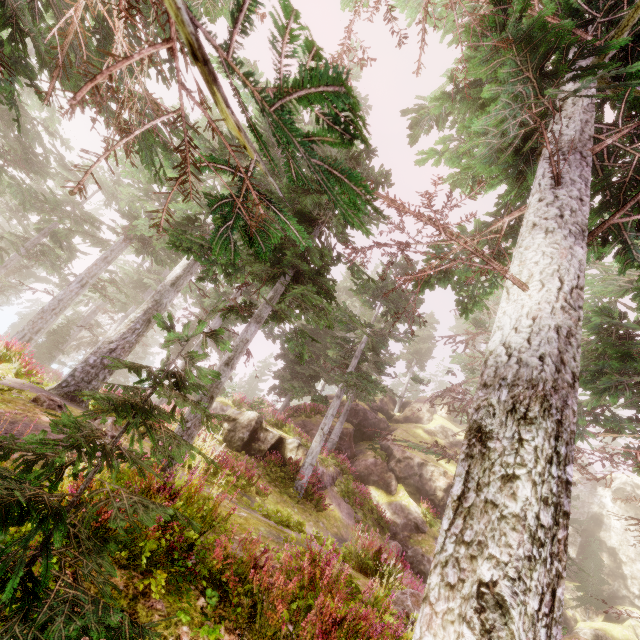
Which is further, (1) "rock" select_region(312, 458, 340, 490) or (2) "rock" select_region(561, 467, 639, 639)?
(2) "rock" select_region(561, 467, 639, 639)

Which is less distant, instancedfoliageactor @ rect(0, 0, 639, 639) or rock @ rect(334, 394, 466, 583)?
instancedfoliageactor @ rect(0, 0, 639, 639)

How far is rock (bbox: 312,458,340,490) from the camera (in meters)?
16.14

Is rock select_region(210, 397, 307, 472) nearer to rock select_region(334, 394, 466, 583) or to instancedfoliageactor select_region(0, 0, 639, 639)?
instancedfoliageactor select_region(0, 0, 639, 639)

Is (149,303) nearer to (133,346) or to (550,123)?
(133,346)

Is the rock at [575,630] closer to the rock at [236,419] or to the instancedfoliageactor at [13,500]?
the instancedfoliageactor at [13,500]
